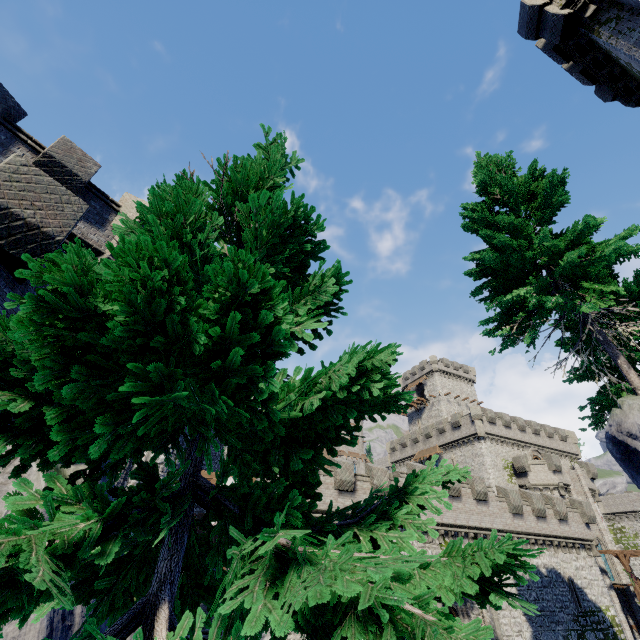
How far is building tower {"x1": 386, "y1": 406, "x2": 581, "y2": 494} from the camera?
41.19m

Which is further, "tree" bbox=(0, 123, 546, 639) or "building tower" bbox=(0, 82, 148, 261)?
"building tower" bbox=(0, 82, 148, 261)

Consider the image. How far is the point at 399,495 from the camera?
2.96m

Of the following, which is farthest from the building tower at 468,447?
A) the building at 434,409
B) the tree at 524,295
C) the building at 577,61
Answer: the tree at 524,295

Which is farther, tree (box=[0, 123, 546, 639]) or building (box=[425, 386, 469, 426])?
building (box=[425, 386, 469, 426])

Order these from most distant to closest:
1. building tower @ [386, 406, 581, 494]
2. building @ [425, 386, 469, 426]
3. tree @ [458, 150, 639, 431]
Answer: building @ [425, 386, 469, 426] → building tower @ [386, 406, 581, 494] → tree @ [458, 150, 639, 431]

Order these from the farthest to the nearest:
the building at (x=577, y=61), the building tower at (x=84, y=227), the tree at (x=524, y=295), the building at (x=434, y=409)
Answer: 1. the building at (x=434, y=409)
2. the building at (x=577, y=61)
3. the building tower at (x=84, y=227)
4. the tree at (x=524, y=295)

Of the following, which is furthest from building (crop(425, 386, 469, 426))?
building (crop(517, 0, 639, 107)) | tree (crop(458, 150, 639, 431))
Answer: tree (crop(458, 150, 639, 431))
